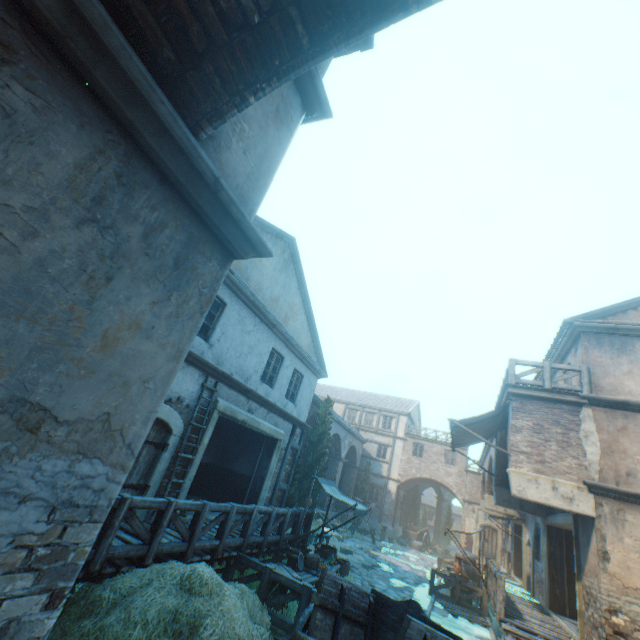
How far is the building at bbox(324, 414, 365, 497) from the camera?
26.1 meters

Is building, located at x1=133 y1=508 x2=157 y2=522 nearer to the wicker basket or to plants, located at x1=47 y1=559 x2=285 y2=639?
plants, located at x1=47 y1=559 x2=285 y2=639

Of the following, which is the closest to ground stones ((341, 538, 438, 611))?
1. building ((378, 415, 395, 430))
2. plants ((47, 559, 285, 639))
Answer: building ((378, 415, 395, 430))

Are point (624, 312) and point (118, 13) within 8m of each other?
no

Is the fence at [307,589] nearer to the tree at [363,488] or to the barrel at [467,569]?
the tree at [363,488]

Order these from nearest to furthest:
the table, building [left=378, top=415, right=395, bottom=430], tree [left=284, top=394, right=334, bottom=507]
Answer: the table → tree [left=284, top=394, right=334, bottom=507] → building [left=378, top=415, right=395, bottom=430]

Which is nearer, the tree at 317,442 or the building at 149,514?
the building at 149,514

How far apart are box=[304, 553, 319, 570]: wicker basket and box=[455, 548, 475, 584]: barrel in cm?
1098
